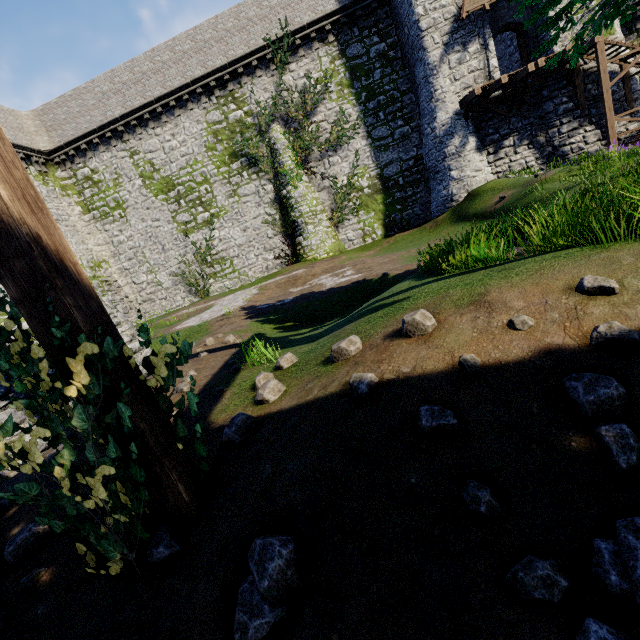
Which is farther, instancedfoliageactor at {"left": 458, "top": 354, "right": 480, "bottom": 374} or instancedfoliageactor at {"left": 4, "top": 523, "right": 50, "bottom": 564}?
instancedfoliageactor at {"left": 4, "top": 523, "right": 50, "bottom": 564}

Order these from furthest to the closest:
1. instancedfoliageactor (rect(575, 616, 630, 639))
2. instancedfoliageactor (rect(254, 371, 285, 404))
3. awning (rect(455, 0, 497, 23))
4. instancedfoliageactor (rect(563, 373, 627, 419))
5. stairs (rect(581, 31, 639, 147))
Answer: awning (rect(455, 0, 497, 23)) → stairs (rect(581, 31, 639, 147)) → instancedfoliageactor (rect(254, 371, 285, 404)) → instancedfoliageactor (rect(563, 373, 627, 419)) → instancedfoliageactor (rect(575, 616, 630, 639))

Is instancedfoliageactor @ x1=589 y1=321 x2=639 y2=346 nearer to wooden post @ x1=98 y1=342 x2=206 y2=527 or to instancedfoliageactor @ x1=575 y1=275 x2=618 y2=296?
instancedfoliageactor @ x1=575 y1=275 x2=618 y2=296

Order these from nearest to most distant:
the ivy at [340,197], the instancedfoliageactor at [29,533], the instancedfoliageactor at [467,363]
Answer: the instancedfoliageactor at [467,363] < the instancedfoliageactor at [29,533] < the ivy at [340,197]

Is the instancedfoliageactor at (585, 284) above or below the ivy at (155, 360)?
below

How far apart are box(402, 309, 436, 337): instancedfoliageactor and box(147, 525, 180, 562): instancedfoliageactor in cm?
236

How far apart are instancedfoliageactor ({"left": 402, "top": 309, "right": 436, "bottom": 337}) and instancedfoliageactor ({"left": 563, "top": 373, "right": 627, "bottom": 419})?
1.1m

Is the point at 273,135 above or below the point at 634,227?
above
